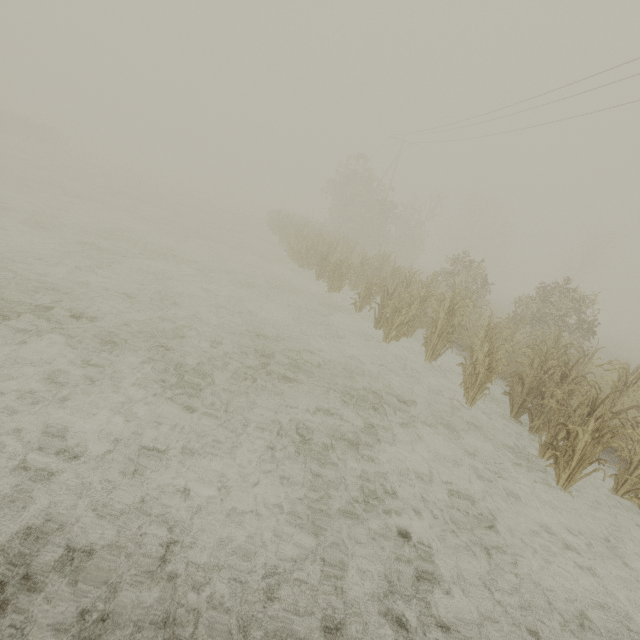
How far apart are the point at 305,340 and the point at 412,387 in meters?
2.4
